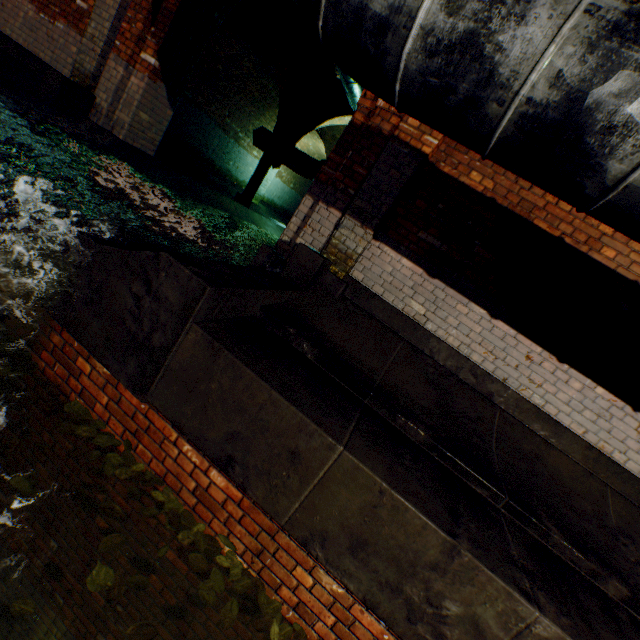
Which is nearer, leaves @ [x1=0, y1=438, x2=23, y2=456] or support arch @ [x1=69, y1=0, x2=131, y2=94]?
leaves @ [x1=0, y1=438, x2=23, y2=456]

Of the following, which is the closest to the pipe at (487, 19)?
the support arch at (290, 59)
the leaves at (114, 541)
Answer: the support arch at (290, 59)

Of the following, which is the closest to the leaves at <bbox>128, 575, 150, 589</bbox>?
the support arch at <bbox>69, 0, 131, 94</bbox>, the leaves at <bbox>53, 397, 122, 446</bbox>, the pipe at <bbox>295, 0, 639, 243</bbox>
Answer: the leaves at <bbox>53, 397, 122, 446</bbox>

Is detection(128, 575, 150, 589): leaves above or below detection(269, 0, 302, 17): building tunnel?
below

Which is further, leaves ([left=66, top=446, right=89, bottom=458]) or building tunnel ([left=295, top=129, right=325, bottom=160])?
building tunnel ([left=295, top=129, right=325, bottom=160])

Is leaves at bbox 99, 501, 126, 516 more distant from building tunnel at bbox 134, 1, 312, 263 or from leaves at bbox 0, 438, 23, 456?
building tunnel at bbox 134, 1, 312, 263

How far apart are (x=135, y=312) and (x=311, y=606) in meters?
2.3 m

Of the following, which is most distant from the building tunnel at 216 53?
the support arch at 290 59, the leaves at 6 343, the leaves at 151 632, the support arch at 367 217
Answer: the leaves at 151 632
